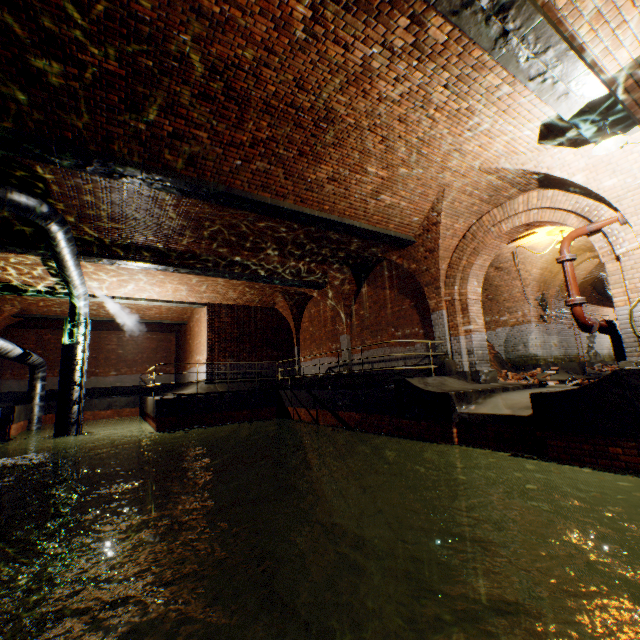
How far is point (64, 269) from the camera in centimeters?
970cm

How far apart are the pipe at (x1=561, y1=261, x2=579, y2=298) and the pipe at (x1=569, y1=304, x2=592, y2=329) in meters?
0.2

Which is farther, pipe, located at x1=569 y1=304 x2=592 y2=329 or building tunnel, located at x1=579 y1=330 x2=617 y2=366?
building tunnel, located at x1=579 y1=330 x2=617 y2=366

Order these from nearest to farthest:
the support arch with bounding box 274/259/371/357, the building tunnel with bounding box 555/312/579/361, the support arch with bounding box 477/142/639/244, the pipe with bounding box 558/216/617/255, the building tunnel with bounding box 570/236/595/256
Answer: the support arch with bounding box 477/142/639/244, the pipe with bounding box 558/216/617/255, the building tunnel with bounding box 570/236/595/256, the support arch with bounding box 274/259/371/357, the building tunnel with bounding box 555/312/579/361

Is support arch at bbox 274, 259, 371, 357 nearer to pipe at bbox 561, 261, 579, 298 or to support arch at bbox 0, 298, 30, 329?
pipe at bbox 561, 261, 579, 298

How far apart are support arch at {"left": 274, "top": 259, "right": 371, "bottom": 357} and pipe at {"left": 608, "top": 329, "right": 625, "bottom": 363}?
7.38m

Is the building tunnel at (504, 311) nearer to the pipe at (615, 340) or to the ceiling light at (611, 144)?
the pipe at (615, 340)

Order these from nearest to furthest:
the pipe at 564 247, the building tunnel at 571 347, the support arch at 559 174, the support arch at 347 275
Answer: the support arch at 559 174 → the pipe at 564 247 → the support arch at 347 275 → the building tunnel at 571 347
